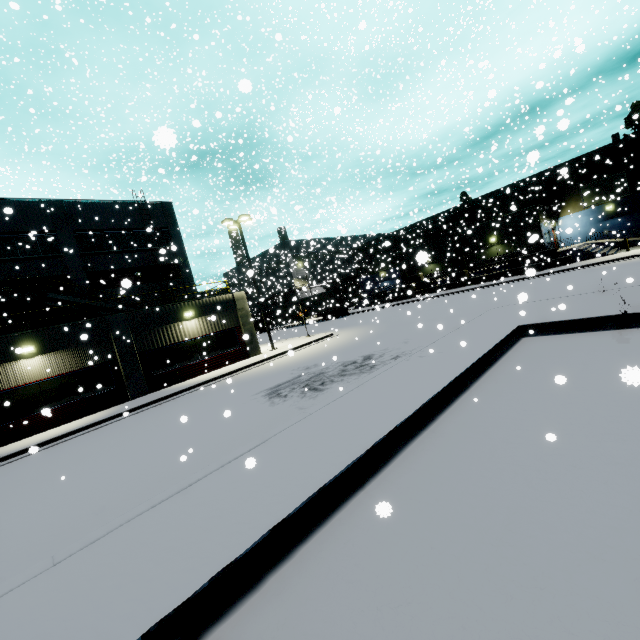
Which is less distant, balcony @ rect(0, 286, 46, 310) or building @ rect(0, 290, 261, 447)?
building @ rect(0, 290, 261, 447)

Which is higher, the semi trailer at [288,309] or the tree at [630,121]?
the tree at [630,121]

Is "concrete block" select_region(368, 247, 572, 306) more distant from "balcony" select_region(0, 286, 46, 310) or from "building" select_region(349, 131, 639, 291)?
"balcony" select_region(0, 286, 46, 310)

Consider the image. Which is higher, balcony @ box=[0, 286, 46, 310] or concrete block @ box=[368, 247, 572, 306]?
balcony @ box=[0, 286, 46, 310]

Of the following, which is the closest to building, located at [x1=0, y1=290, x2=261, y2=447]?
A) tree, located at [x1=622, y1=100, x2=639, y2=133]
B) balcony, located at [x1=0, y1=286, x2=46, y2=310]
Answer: balcony, located at [x1=0, y1=286, x2=46, y2=310]

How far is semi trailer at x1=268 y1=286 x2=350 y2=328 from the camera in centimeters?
4286cm

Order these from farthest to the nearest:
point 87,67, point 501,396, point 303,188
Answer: point 303,188, point 87,67, point 501,396

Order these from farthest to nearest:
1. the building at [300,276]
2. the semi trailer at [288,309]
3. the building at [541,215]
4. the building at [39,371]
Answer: the semi trailer at [288,309] → the building at [300,276] → the building at [541,215] → the building at [39,371]
